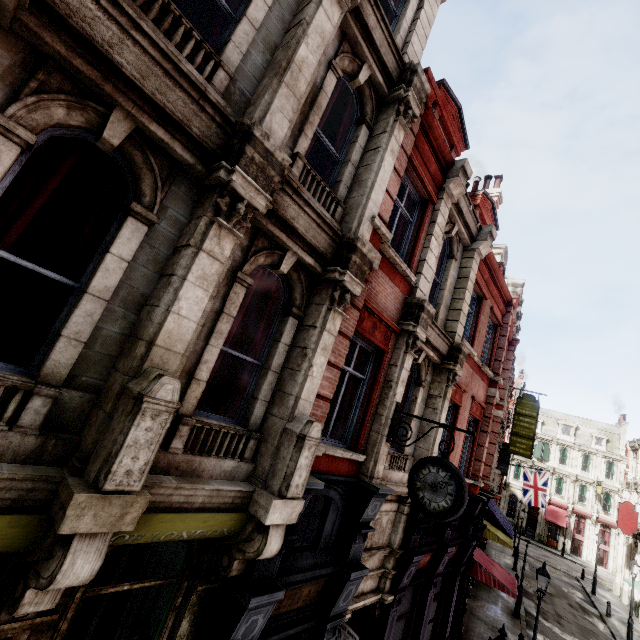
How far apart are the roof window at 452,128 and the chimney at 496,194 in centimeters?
548cm

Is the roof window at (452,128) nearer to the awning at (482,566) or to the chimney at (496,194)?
the chimney at (496,194)

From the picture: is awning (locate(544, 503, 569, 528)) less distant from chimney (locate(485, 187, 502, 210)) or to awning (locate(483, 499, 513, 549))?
awning (locate(483, 499, 513, 549))

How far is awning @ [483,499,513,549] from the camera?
19.19m

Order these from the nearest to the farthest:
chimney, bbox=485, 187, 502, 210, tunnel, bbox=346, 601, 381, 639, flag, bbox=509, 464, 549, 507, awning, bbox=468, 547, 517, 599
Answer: tunnel, bbox=346, 601, 381, 639 → awning, bbox=468, 547, 517, 599 → chimney, bbox=485, 187, 502, 210 → flag, bbox=509, 464, 549, 507

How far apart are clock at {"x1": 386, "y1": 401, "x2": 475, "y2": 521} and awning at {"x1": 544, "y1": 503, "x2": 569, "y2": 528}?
50.7m

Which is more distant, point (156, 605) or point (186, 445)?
point (156, 605)

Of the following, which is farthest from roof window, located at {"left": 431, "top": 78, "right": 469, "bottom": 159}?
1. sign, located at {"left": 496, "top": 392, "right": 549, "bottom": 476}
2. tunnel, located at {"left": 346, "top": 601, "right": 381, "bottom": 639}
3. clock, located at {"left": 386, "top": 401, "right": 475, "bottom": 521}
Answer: sign, located at {"left": 496, "top": 392, "right": 549, "bottom": 476}
